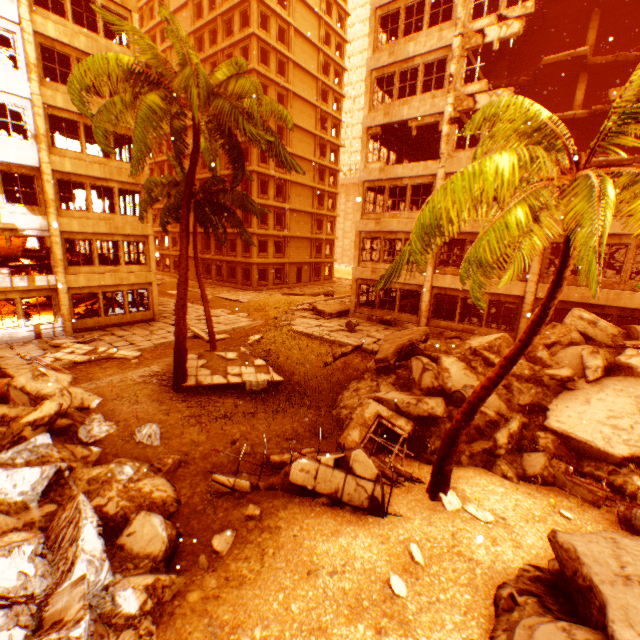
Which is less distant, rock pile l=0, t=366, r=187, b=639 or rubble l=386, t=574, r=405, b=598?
rock pile l=0, t=366, r=187, b=639

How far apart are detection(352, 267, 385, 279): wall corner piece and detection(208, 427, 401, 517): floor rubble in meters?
13.9 m

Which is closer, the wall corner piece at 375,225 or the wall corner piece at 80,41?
the wall corner piece at 80,41

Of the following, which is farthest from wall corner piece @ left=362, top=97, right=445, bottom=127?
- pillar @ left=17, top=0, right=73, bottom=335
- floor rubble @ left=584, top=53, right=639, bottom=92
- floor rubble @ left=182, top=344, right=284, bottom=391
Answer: floor rubble @ left=182, top=344, right=284, bottom=391

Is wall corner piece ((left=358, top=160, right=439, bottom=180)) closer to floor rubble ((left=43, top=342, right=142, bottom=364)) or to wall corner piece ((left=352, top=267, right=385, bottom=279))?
wall corner piece ((left=352, top=267, right=385, bottom=279))

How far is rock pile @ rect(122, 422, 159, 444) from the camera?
8.35m

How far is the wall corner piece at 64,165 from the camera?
16.41m

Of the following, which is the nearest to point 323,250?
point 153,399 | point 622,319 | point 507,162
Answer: point 622,319
